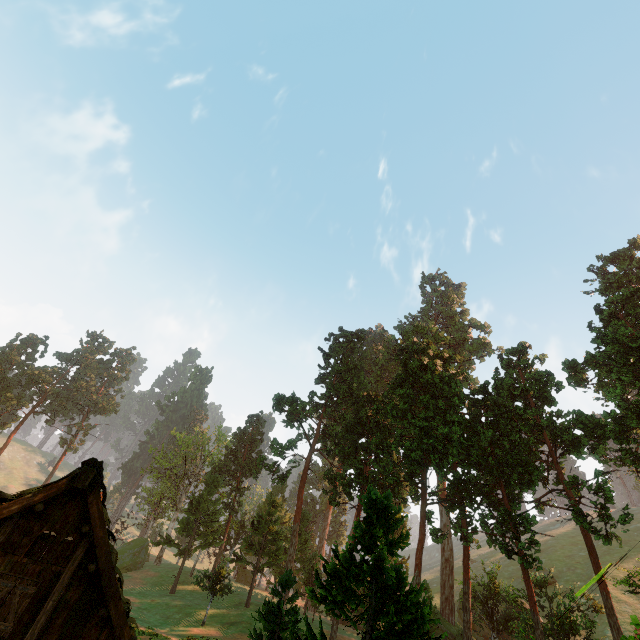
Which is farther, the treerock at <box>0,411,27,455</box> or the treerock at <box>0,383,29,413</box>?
the treerock at <box>0,383,29,413</box>

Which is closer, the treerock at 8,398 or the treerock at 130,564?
the treerock at 130,564

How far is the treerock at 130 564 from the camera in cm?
4703

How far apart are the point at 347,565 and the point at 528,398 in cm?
3114

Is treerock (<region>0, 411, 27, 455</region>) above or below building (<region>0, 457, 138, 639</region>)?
above

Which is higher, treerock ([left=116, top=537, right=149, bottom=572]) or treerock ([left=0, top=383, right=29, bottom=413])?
treerock ([left=0, top=383, right=29, bottom=413])
